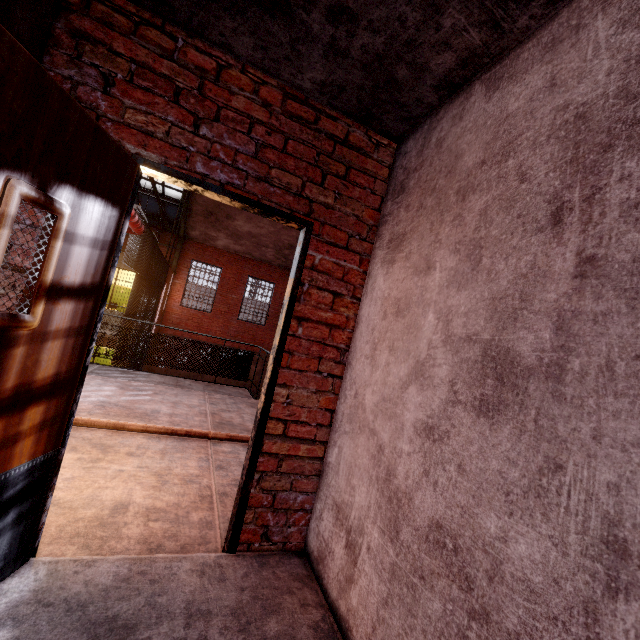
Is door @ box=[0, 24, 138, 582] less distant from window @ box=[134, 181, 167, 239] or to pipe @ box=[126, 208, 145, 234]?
pipe @ box=[126, 208, 145, 234]

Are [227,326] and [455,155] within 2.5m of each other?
no

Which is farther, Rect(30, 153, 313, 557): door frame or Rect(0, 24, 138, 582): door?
Rect(30, 153, 313, 557): door frame

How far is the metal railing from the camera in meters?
6.5 m

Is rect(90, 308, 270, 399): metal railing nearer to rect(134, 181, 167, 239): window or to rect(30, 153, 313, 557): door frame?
rect(30, 153, 313, 557): door frame

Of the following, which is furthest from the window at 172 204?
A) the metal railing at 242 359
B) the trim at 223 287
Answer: the metal railing at 242 359

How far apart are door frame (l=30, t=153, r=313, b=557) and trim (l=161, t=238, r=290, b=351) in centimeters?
1597cm

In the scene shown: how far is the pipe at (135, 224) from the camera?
4.5m
